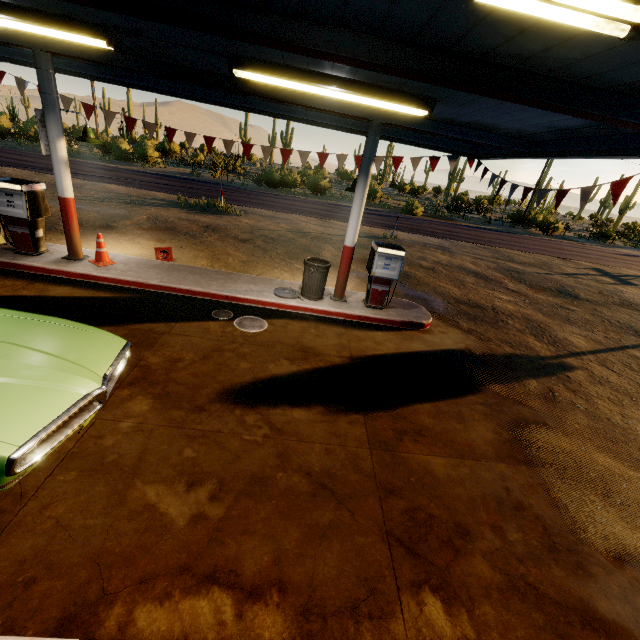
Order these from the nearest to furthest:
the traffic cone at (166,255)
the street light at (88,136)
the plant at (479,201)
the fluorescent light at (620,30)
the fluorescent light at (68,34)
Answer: the fluorescent light at (620,30), the fluorescent light at (68,34), the street light at (88,136), the traffic cone at (166,255), the plant at (479,201)

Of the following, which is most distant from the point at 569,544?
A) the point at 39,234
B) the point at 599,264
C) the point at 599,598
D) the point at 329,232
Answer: the point at 599,264

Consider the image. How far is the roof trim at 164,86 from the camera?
7.8m

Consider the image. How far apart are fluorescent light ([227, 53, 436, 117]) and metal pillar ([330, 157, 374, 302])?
1.44m

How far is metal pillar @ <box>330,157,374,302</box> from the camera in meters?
6.7 m

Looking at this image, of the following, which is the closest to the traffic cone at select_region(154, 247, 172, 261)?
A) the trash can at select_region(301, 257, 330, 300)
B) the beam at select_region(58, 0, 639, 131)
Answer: the trash can at select_region(301, 257, 330, 300)

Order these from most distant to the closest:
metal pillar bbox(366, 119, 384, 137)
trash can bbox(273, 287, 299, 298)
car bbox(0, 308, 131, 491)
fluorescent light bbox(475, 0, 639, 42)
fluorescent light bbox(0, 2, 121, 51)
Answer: trash can bbox(273, 287, 299, 298) < metal pillar bbox(366, 119, 384, 137) < fluorescent light bbox(0, 2, 121, 51) < car bbox(0, 308, 131, 491) < fluorescent light bbox(475, 0, 639, 42)
